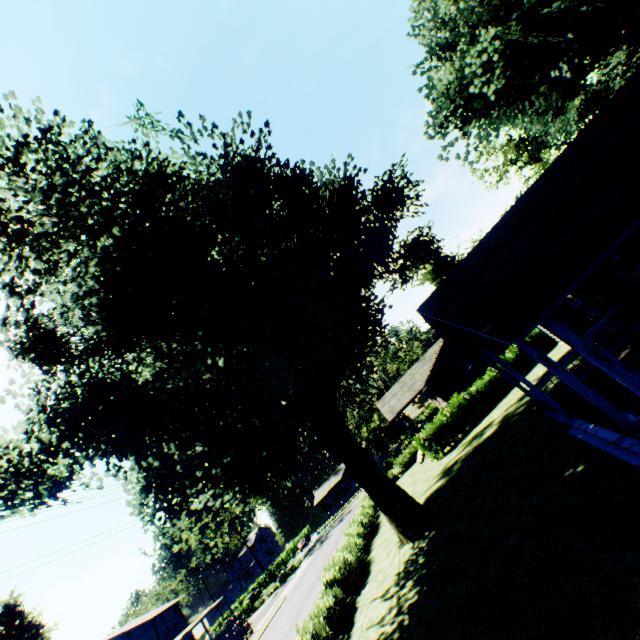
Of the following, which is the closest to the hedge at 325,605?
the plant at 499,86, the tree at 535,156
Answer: the plant at 499,86

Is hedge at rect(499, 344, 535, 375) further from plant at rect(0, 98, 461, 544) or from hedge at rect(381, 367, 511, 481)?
hedge at rect(381, 367, 511, 481)

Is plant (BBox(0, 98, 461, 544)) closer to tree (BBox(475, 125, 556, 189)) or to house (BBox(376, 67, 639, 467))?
house (BBox(376, 67, 639, 467))

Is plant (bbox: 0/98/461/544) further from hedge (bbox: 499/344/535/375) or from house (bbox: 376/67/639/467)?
hedge (bbox: 499/344/535/375)

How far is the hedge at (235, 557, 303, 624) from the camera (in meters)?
45.53

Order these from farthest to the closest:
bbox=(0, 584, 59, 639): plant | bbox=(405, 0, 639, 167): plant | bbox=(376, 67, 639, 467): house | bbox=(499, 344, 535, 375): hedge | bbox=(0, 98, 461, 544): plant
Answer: bbox=(0, 584, 59, 639): plant < bbox=(499, 344, 535, 375): hedge < bbox=(405, 0, 639, 167): plant < bbox=(0, 98, 461, 544): plant < bbox=(376, 67, 639, 467): house

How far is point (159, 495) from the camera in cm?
1625

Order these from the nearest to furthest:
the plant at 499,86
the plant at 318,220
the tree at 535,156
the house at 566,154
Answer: the house at 566,154
the plant at 318,220
the plant at 499,86
the tree at 535,156
